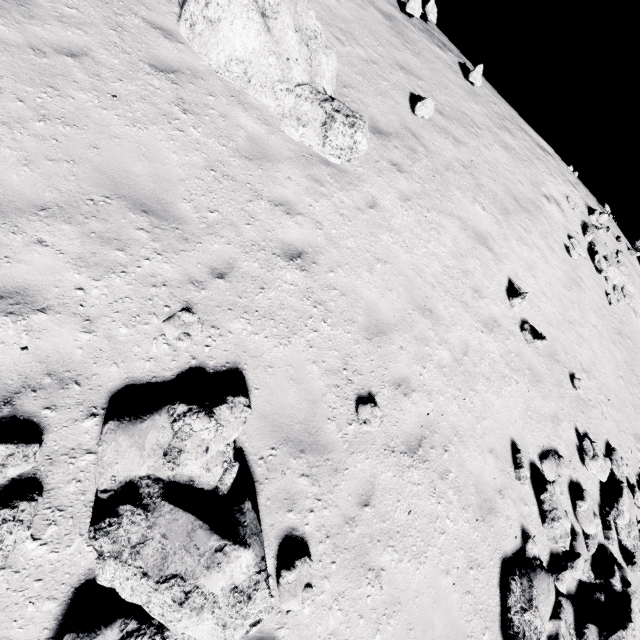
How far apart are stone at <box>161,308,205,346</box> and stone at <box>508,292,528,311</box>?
9.0 meters

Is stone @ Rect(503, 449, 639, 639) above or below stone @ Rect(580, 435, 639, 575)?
below

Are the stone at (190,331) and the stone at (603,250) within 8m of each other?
no

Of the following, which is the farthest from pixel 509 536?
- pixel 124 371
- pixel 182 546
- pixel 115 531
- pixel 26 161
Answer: pixel 26 161

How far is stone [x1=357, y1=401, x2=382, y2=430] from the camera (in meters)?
5.28

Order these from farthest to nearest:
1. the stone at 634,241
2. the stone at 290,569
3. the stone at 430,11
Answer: the stone at 634,241
the stone at 430,11
the stone at 290,569

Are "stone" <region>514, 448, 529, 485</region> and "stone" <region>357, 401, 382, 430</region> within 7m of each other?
yes

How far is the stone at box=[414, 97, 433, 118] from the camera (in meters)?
10.00
